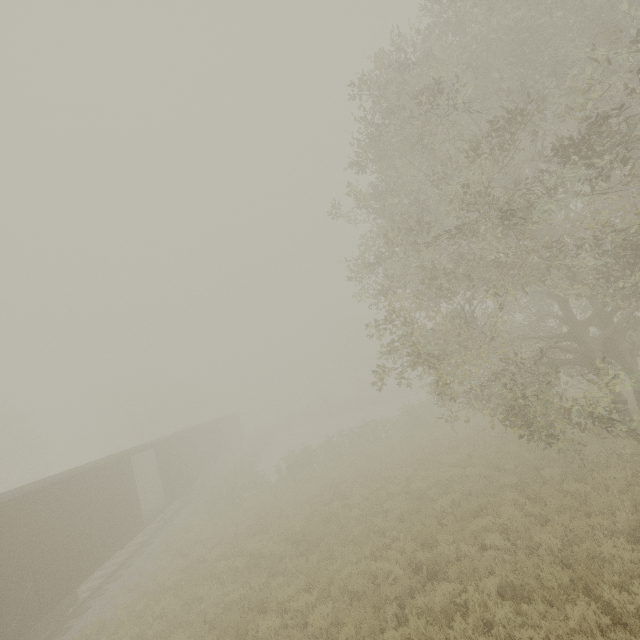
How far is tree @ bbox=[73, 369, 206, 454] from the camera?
44.5m

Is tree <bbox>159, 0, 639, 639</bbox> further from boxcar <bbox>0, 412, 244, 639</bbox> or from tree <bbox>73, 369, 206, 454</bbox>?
tree <bbox>73, 369, 206, 454</bbox>

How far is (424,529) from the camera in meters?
9.5

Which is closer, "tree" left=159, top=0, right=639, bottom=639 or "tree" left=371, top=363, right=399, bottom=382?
"tree" left=159, top=0, right=639, bottom=639

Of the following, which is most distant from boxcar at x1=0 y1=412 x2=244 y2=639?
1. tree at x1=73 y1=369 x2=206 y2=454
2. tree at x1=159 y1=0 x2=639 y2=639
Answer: tree at x1=73 y1=369 x2=206 y2=454

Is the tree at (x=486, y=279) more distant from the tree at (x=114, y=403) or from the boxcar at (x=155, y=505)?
the tree at (x=114, y=403)

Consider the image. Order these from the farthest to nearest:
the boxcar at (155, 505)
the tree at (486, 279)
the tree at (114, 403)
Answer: the tree at (114, 403) < the boxcar at (155, 505) < the tree at (486, 279)
